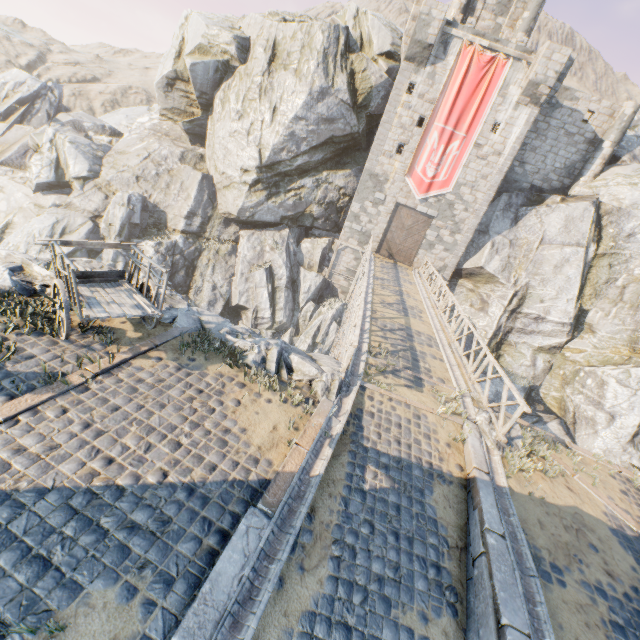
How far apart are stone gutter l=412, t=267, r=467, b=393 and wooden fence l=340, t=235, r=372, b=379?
3.42m

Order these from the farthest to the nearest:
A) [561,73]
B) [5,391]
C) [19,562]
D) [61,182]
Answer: [61,182], [561,73], [5,391], [19,562]

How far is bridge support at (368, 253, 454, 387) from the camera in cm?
1042

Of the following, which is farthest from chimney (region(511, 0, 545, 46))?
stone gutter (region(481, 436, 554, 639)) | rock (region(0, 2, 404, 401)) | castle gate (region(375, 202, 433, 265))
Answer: stone gutter (region(481, 436, 554, 639))

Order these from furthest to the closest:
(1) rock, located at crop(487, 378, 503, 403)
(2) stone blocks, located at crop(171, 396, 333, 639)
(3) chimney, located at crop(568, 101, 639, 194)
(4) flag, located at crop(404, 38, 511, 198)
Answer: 1. (3) chimney, located at crop(568, 101, 639, 194)
2. (1) rock, located at crop(487, 378, 503, 403)
3. (4) flag, located at crop(404, 38, 511, 198)
4. (2) stone blocks, located at crop(171, 396, 333, 639)

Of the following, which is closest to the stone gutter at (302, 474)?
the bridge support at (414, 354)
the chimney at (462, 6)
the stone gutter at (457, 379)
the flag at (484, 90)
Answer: the bridge support at (414, 354)

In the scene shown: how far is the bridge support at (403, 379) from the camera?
8.65m

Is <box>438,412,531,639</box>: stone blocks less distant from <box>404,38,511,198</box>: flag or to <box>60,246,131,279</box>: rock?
<box>60,246,131,279</box>: rock
